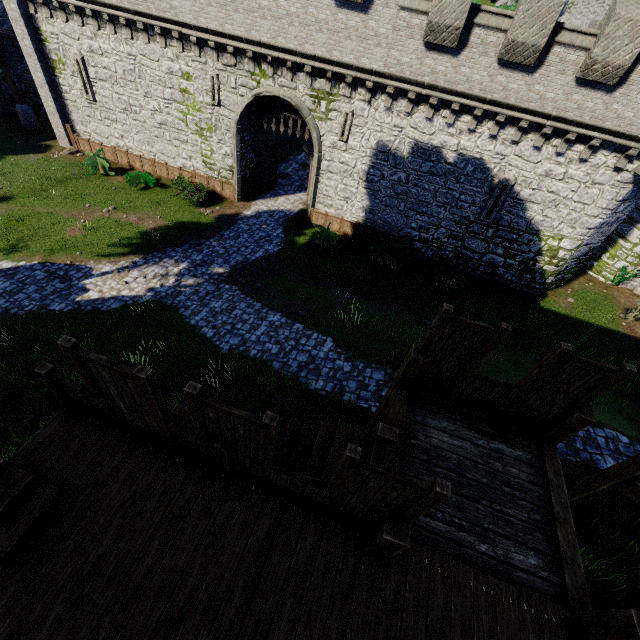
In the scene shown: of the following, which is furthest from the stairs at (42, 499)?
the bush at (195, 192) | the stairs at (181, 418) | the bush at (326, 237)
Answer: the bush at (195, 192)

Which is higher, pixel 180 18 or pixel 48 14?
pixel 180 18

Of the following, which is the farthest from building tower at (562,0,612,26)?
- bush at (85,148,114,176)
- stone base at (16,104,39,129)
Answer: stone base at (16,104,39,129)

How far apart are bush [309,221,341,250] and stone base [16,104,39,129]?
22.46m

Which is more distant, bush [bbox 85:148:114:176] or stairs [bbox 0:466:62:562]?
bush [bbox 85:148:114:176]

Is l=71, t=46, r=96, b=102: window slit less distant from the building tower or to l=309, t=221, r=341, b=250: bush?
l=309, t=221, r=341, b=250: bush

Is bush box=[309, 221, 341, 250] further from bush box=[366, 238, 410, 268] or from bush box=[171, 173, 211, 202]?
bush box=[171, 173, 211, 202]

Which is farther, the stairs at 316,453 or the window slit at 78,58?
the window slit at 78,58
